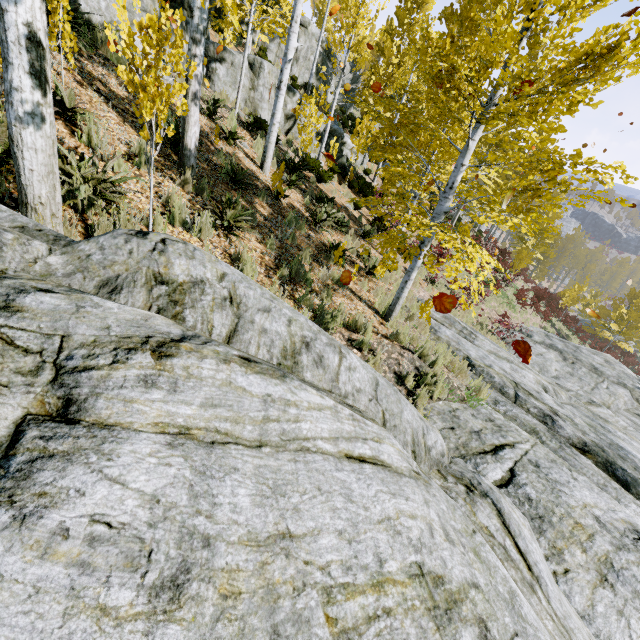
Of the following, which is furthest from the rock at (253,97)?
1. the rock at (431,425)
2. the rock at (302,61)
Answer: the rock at (431,425)

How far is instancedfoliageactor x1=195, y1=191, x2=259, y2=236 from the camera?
5.2m

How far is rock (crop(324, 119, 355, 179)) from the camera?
16.14m

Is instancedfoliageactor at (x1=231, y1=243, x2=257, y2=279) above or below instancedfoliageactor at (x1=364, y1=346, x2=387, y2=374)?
above

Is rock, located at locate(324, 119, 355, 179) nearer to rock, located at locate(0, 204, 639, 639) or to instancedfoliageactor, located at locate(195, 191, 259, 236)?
instancedfoliageactor, located at locate(195, 191, 259, 236)

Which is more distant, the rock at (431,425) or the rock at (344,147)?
the rock at (344,147)

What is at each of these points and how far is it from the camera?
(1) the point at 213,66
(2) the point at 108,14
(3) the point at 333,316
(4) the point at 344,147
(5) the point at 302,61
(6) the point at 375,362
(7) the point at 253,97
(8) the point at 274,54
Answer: (1) rock, 10.8 meters
(2) rock, 7.1 meters
(3) instancedfoliageactor, 5.3 meters
(4) rock, 18.6 meters
(5) rock, 21.0 meters
(6) instancedfoliageactor, 4.6 meters
(7) rock, 12.1 meters
(8) rock, 20.2 meters
